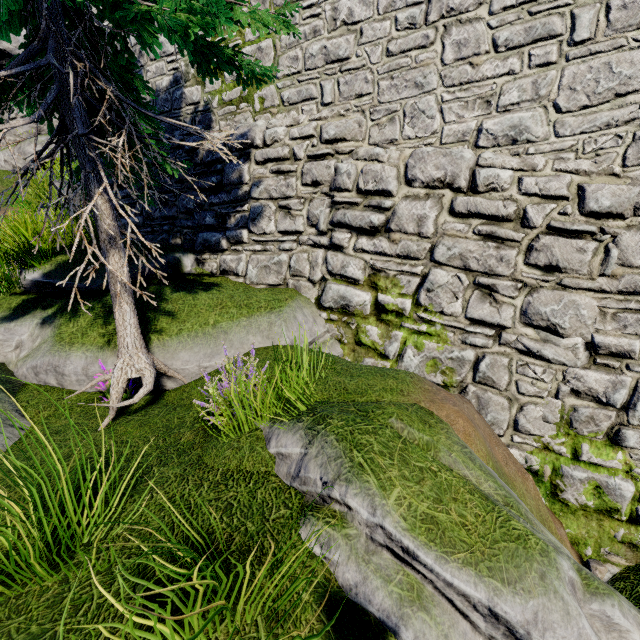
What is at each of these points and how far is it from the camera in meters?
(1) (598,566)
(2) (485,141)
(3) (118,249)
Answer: (1) instancedfoliageactor, 3.8
(2) building tower, 4.6
(3) tree, 3.6

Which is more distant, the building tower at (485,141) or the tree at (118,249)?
the building tower at (485,141)

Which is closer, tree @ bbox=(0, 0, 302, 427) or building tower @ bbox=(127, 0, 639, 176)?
tree @ bbox=(0, 0, 302, 427)

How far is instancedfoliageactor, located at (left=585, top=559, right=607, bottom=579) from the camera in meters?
3.7

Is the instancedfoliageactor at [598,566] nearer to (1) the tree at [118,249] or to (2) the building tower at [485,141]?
(2) the building tower at [485,141]

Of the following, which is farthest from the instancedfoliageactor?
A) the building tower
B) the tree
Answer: the tree

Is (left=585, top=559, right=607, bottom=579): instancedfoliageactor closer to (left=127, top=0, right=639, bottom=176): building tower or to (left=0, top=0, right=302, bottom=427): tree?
(left=127, top=0, right=639, bottom=176): building tower
